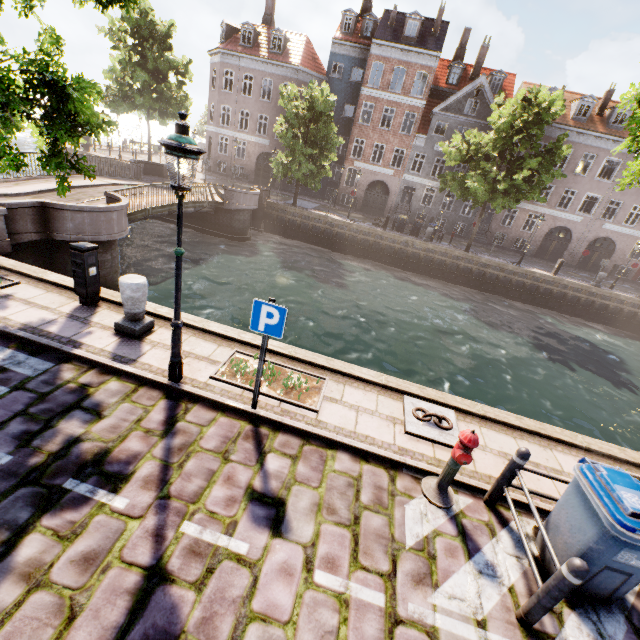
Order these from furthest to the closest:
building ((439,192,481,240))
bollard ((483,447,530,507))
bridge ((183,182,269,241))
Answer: building ((439,192,481,240)) < bridge ((183,182,269,241)) < bollard ((483,447,530,507))

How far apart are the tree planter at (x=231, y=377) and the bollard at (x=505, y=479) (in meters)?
2.76

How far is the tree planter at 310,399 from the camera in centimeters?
549cm

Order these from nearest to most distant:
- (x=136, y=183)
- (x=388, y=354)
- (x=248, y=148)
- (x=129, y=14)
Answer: (x=129, y=14), (x=388, y=354), (x=136, y=183), (x=248, y=148)

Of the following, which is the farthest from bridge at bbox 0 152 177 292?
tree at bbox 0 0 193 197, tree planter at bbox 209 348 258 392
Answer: tree planter at bbox 209 348 258 392

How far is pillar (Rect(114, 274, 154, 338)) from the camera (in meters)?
5.83

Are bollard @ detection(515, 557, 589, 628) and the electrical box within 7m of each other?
no

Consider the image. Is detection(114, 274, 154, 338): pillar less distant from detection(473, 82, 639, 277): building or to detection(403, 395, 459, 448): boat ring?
detection(403, 395, 459, 448): boat ring
